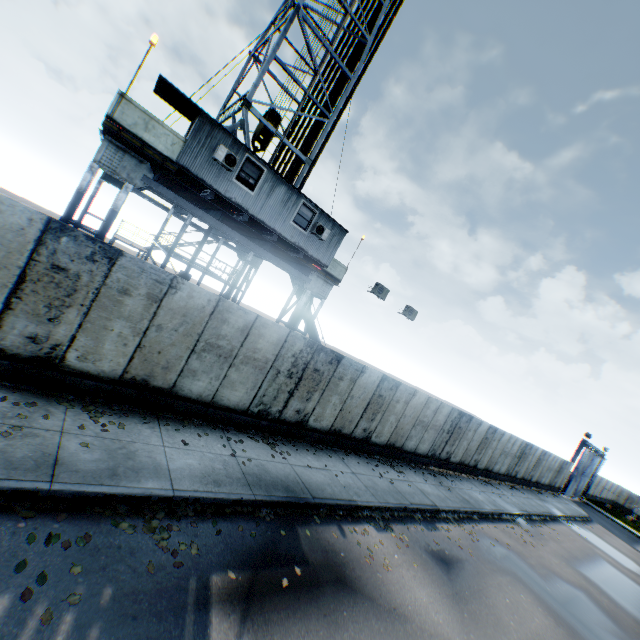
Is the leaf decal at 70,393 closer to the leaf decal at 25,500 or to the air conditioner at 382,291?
the leaf decal at 25,500

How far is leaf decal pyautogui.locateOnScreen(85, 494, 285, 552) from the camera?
5.2m

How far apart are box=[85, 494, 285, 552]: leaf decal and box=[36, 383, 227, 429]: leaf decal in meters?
1.9 m

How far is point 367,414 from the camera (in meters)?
13.02

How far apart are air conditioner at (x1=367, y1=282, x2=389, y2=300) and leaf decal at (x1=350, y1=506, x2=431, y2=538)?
8.9 meters

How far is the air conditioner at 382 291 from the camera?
15.6 meters

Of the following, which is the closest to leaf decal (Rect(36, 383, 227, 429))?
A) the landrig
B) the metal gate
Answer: the landrig

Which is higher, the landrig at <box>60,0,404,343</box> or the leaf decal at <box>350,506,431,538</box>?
the landrig at <box>60,0,404,343</box>
